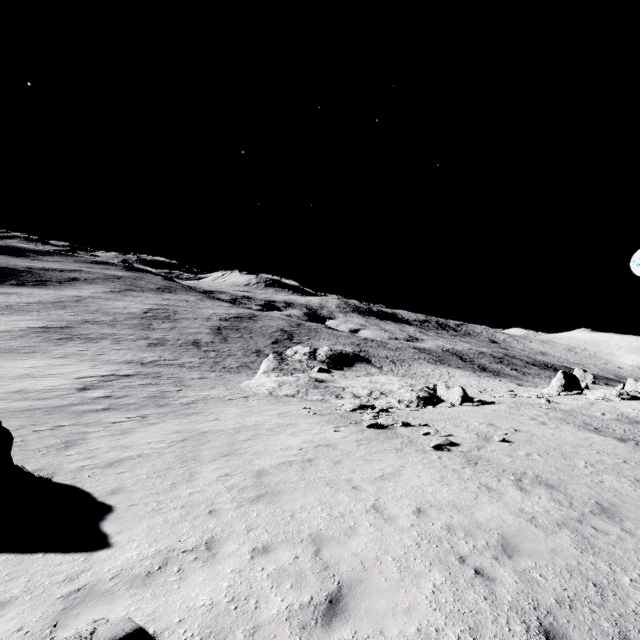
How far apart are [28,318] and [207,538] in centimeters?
7244cm

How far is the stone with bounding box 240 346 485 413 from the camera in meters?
30.1 m

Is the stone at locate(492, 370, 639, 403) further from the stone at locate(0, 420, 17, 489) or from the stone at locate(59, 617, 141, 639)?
the stone at locate(59, 617, 141, 639)

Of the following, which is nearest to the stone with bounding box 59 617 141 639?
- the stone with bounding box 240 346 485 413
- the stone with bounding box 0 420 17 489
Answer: the stone with bounding box 0 420 17 489

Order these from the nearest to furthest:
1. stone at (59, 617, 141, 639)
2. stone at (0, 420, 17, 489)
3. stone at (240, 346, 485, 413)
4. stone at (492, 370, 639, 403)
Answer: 1. stone at (59, 617, 141, 639)
2. stone at (0, 420, 17, 489)
3. stone at (492, 370, 639, 403)
4. stone at (240, 346, 485, 413)

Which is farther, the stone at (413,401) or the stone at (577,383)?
the stone at (413,401)

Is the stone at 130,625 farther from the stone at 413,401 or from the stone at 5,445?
the stone at 413,401
